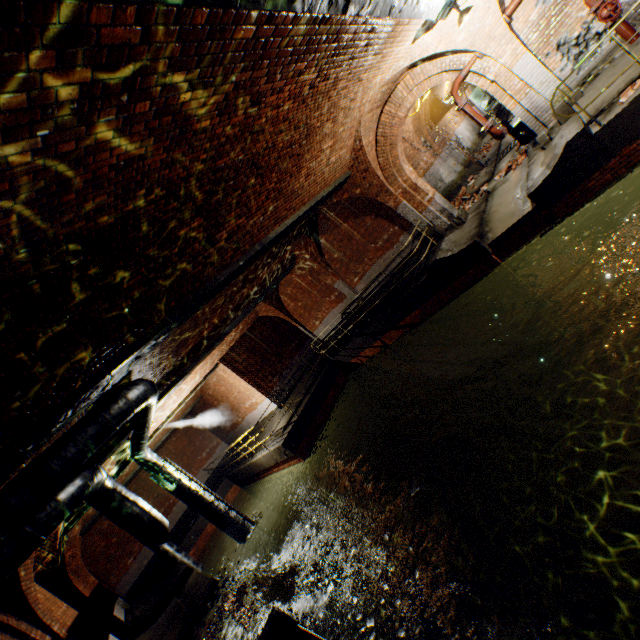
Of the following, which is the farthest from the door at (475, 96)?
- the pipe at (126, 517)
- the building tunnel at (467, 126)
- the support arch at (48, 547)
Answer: the support arch at (48, 547)

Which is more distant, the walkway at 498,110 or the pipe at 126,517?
the walkway at 498,110

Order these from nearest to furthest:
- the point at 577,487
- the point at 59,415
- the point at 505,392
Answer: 1. the point at 59,415
2. the point at 577,487
3. the point at 505,392

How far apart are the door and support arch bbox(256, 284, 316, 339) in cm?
2466

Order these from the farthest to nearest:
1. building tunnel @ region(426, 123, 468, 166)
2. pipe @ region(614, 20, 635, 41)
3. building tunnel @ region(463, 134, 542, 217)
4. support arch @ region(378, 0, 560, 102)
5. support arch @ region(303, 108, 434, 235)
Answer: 1. building tunnel @ region(426, 123, 468, 166)
2. building tunnel @ region(463, 134, 542, 217)
3. support arch @ region(303, 108, 434, 235)
4. support arch @ region(378, 0, 560, 102)
5. pipe @ region(614, 20, 635, 41)

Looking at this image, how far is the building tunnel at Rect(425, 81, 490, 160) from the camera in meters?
17.4 m

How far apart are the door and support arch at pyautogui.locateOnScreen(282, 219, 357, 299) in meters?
23.6 m

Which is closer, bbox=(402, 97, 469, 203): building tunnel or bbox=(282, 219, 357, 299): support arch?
bbox=(282, 219, 357, 299): support arch
